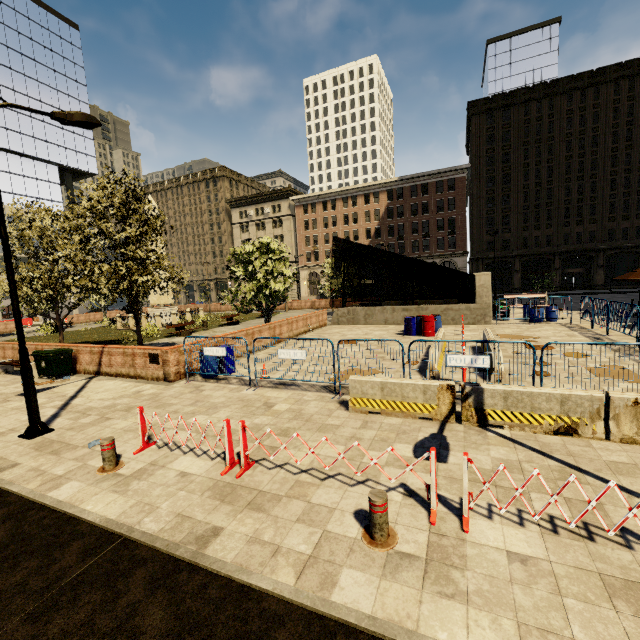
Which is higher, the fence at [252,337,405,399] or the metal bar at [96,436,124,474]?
the fence at [252,337,405,399]

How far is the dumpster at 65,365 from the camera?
12.5 meters

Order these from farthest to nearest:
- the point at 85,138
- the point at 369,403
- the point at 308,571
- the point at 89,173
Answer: the point at 89,173
the point at 85,138
the point at 369,403
the point at 308,571

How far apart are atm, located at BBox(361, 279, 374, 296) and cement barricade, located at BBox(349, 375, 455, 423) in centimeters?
3095cm

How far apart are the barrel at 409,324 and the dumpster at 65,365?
15.5 meters

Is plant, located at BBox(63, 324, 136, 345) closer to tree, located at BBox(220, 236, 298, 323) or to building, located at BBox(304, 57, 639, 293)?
tree, located at BBox(220, 236, 298, 323)

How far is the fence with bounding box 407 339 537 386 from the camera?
7.03m
